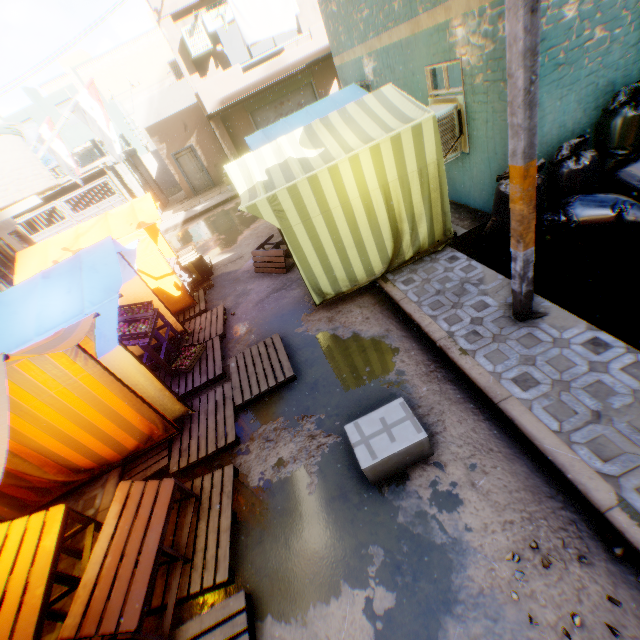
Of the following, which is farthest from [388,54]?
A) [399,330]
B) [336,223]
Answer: [399,330]

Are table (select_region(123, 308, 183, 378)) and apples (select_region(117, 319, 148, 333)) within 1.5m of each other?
yes

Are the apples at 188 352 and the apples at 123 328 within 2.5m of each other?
yes

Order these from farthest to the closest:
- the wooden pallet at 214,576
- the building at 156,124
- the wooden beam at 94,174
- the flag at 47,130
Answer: the wooden beam at 94,174 → the flag at 47,130 → the building at 156,124 → the wooden pallet at 214,576

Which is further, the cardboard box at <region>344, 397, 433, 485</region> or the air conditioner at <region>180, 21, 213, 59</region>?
the air conditioner at <region>180, 21, 213, 59</region>

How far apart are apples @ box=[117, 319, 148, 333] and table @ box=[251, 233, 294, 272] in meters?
3.1 m

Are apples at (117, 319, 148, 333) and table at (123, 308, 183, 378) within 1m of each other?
yes

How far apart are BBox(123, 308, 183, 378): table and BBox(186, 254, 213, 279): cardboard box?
2.6m
